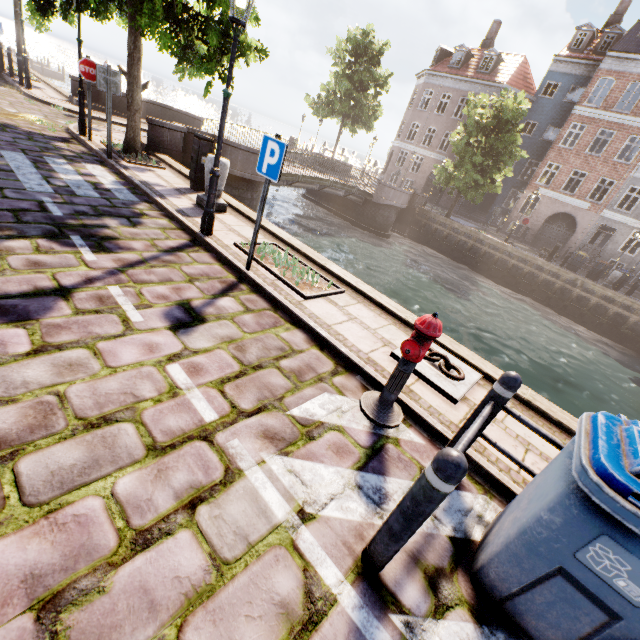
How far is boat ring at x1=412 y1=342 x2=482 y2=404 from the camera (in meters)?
3.93

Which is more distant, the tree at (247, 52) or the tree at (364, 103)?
the tree at (364, 103)

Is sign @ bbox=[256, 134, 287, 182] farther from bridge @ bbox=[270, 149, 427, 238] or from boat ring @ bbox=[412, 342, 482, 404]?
bridge @ bbox=[270, 149, 427, 238]

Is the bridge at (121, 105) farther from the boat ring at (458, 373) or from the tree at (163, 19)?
the boat ring at (458, 373)

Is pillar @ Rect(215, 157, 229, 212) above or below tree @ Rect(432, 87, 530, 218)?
below

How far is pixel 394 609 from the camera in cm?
196

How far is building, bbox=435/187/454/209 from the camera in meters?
32.8 m

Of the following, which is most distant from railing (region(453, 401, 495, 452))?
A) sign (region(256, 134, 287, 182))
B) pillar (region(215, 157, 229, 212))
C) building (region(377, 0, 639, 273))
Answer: building (region(377, 0, 639, 273))
